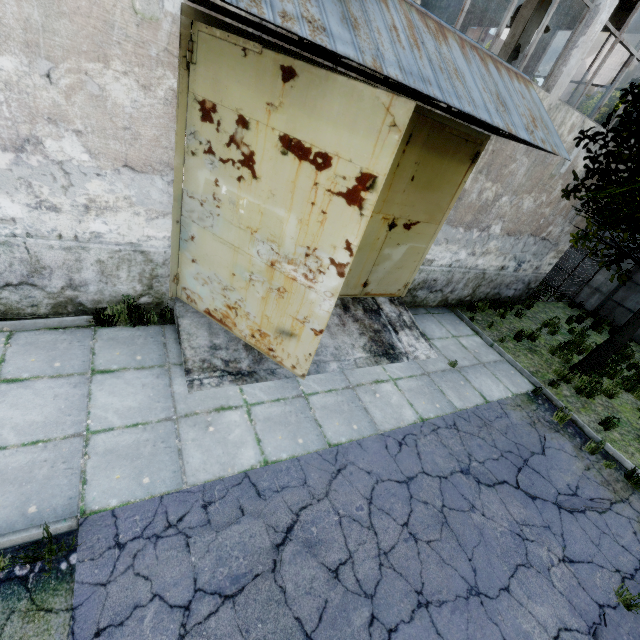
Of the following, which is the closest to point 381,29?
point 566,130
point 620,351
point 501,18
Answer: point 566,130

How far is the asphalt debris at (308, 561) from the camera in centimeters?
333cm

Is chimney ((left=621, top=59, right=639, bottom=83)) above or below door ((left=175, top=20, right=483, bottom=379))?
above

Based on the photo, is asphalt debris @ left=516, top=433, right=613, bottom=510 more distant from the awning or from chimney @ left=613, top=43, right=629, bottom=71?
chimney @ left=613, top=43, right=629, bottom=71

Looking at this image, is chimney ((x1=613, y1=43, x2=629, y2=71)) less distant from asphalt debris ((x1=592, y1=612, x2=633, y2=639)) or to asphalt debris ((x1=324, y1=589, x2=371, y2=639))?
asphalt debris ((x1=592, y1=612, x2=633, y2=639))

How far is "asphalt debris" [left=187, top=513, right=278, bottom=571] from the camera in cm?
329

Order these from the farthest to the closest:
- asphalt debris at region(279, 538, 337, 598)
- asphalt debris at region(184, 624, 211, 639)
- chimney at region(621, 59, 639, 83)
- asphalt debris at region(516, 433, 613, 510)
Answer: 1. chimney at region(621, 59, 639, 83)
2. asphalt debris at region(516, 433, 613, 510)
3. asphalt debris at region(279, 538, 337, 598)
4. asphalt debris at region(184, 624, 211, 639)

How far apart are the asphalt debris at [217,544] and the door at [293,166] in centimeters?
202cm
